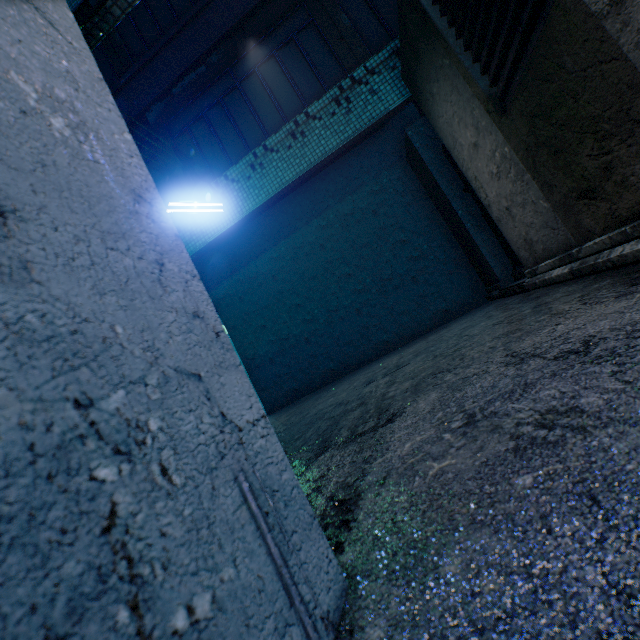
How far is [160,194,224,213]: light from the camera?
4.5 meters

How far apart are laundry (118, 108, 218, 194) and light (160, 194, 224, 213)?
0.0m

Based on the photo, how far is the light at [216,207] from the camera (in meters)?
4.51

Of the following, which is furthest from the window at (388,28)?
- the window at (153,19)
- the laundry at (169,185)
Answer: the window at (153,19)

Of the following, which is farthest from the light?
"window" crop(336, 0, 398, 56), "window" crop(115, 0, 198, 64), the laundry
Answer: "window" crop(115, 0, 198, 64)

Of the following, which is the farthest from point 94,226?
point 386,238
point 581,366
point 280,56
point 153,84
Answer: point 153,84

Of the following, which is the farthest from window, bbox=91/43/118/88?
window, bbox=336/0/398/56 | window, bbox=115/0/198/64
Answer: window, bbox=336/0/398/56

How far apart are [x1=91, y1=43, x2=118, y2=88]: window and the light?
3.8m
